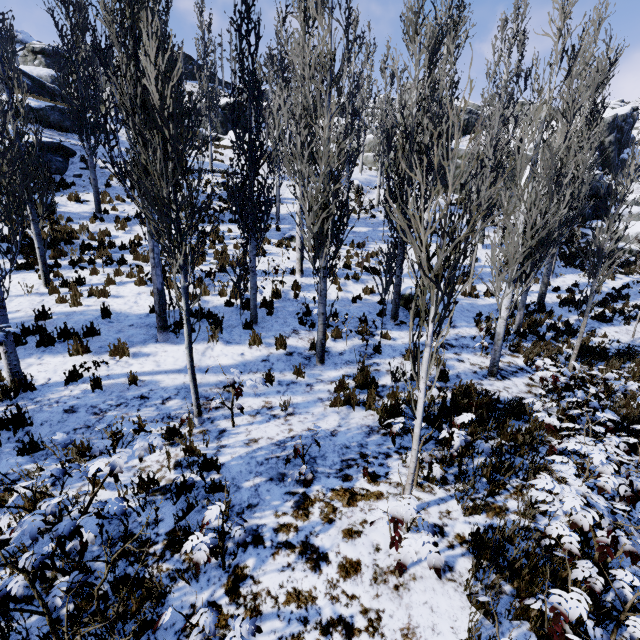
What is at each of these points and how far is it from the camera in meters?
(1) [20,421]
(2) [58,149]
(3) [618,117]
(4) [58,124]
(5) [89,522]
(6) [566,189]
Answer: (1) instancedfoliageactor, 4.8
(2) rock, 16.7
(3) rock, 34.5
(4) rock, 18.9
(5) instancedfoliageactor, 2.9
(6) instancedfoliageactor, 9.7

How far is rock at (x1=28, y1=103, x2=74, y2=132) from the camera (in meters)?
18.62

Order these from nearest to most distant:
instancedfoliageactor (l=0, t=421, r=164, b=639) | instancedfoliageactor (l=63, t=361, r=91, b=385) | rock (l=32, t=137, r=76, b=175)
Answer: instancedfoliageactor (l=0, t=421, r=164, b=639)
instancedfoliageactor (l=63, t=361, r=91, b=385)
rock (l=32, t=137, r=76, b=175)

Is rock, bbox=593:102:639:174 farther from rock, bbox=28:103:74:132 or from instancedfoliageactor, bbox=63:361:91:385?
rock, bbox=28:103:74:132

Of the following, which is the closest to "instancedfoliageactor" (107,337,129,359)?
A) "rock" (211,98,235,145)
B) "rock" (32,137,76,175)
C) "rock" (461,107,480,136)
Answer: "rock" (32,137,76,175)

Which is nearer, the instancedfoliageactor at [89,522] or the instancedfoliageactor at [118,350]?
the instancedfoliageactor at [89,522]

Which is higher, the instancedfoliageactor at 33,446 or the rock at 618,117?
the rock at 618,117

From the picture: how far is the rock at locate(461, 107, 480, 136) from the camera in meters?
47.7
